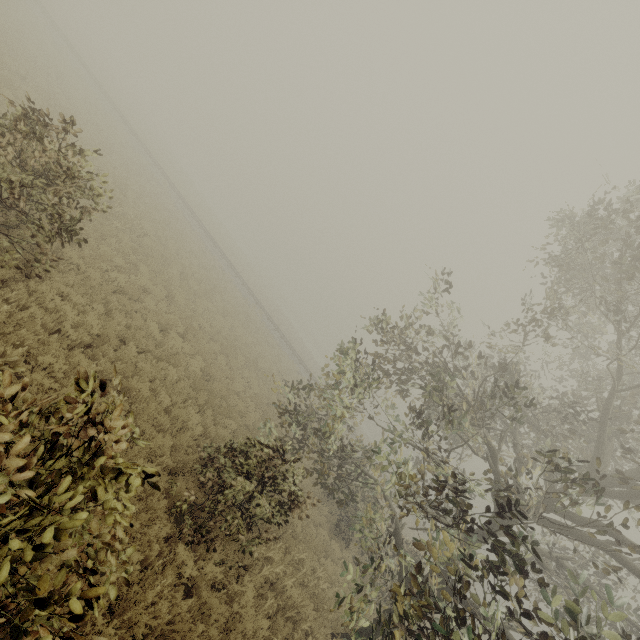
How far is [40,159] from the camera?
5.73m
